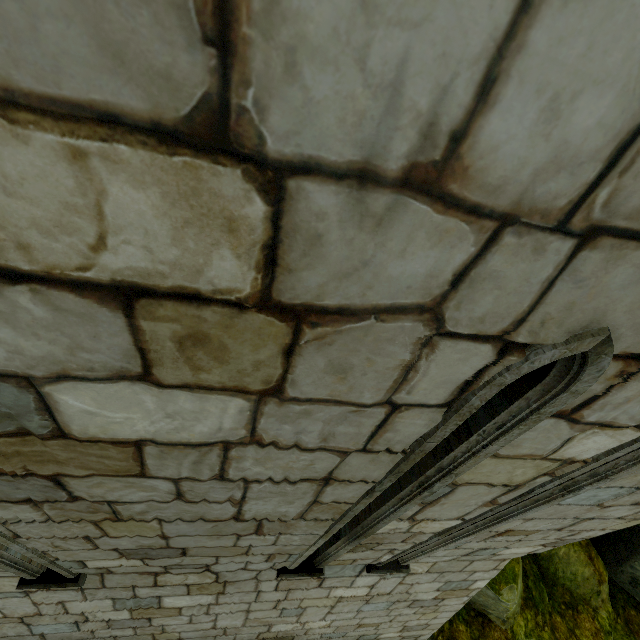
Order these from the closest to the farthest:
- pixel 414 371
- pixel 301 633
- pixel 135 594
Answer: pixel 414 371, pixel 135 594, pixel 301 633

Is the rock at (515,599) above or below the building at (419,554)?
below

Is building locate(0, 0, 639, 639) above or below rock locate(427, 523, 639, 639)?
above

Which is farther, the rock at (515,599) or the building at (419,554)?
the rock at (515,599)

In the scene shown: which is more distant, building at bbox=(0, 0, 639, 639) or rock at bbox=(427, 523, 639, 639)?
rock at bbox=(427, 523, 639, 639)
